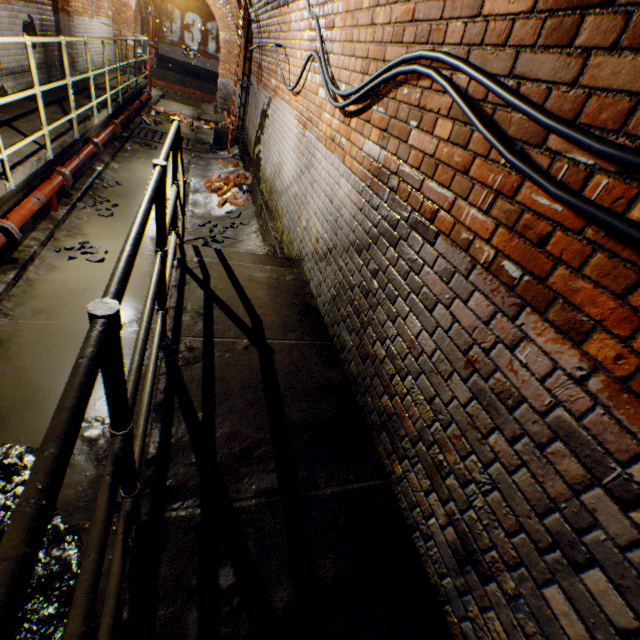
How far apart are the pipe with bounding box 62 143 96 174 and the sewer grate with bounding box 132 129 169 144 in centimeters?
348cm

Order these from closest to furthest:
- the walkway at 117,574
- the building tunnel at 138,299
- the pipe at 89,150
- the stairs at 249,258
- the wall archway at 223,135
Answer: the walkway at 117,574, the stairs at 249,258, the building tunnel at 138,299, the pipe at 89,150, the wall archway at 223,135

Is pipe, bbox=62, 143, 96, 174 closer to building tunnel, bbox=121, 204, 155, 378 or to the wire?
building tunnel, bbox=121, 204, 155, 378

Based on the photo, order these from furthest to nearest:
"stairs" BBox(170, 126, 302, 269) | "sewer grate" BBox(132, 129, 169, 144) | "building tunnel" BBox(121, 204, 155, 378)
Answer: "sewer grate" BBox(132, 129, 169, 144)
"building tunnel" BBox(121, 204, 155, 378)
"stairs" BBox(170, 126, 302, 269)

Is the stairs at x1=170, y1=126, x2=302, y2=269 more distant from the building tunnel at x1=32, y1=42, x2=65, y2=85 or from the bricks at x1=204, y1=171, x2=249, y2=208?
the bricks at x1=204, y1=171, x2=249, y2=208

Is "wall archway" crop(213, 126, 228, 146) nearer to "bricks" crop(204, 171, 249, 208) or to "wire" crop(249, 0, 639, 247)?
"wire" crop(249, 0, 639, 247)

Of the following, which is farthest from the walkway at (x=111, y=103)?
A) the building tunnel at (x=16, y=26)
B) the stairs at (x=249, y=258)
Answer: the stairs at (x=249, y=258)

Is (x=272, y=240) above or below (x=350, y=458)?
below
